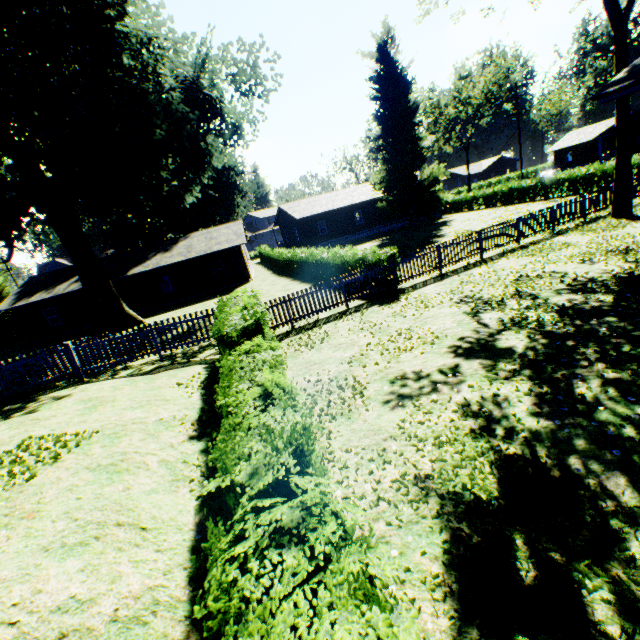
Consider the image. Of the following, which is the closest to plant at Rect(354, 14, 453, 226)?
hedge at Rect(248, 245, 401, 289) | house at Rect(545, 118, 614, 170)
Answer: hedge at Rect(248, 245, 401, 289)

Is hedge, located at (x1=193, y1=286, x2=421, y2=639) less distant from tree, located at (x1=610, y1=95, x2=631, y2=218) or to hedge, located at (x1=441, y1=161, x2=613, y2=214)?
hedge, located at (x1=441, y1=161, x2=613, y2=214)

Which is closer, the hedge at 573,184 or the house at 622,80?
the house at 622,80

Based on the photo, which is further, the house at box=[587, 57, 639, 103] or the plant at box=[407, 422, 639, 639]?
the house at box=[587, 57, 639, 103]

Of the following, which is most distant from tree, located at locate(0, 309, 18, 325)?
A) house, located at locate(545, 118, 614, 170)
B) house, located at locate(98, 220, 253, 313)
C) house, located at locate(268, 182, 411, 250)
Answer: house, located at locate(545, 118, 614, 170)

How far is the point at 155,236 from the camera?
45.3m

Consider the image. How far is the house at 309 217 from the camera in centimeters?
3816cm

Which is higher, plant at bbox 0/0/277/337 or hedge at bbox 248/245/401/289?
plant at bbox 0/0/277/337
